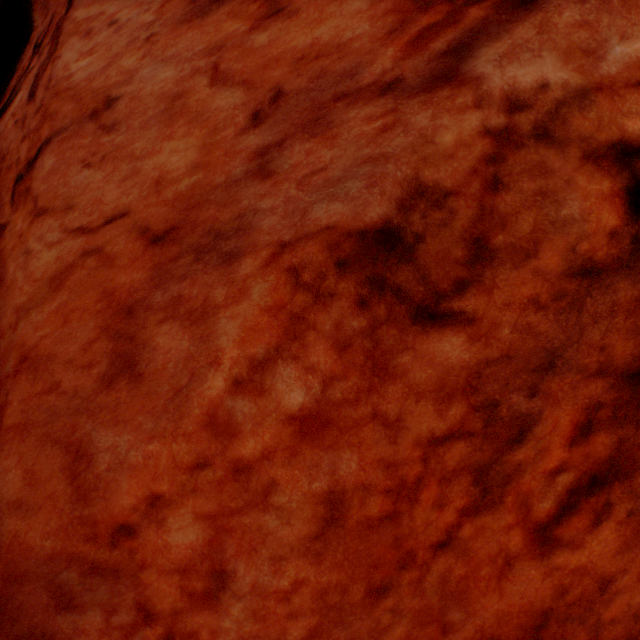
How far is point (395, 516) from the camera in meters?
→ 1.5 m
